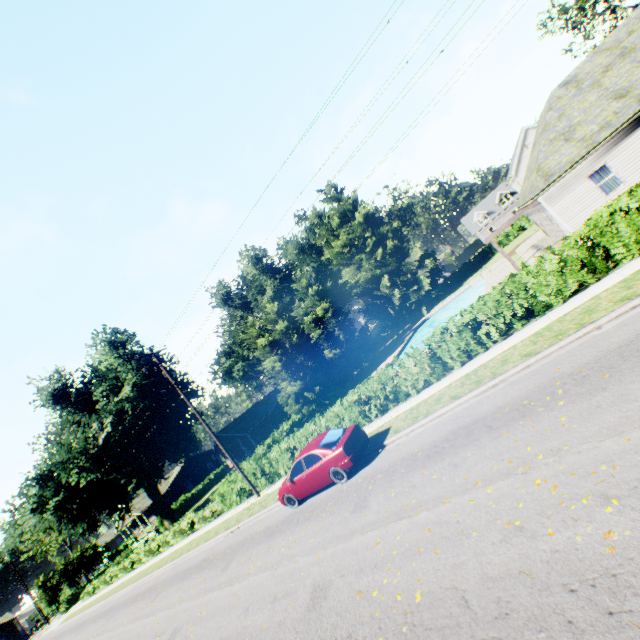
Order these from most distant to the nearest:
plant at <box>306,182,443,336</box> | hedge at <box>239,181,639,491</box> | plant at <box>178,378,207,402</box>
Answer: plant at <box>178,378,207,402</box>, plant at <box>306,182,443,336</box>, hedge at <box>239,181,639,491</box>

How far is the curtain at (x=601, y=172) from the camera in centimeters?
1689cm

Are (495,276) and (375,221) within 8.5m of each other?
no

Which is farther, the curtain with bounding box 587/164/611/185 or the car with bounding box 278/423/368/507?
the curtain with bounding box 587/164/611/185

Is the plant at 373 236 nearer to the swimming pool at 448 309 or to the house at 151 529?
the house at 151 529

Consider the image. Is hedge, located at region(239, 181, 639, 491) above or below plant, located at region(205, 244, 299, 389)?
below

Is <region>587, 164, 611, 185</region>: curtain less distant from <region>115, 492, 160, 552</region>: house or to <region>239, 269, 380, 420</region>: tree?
<region>239, 269, 380, 420</region>: tree

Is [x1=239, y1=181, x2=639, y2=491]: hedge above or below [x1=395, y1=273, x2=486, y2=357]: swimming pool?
above
